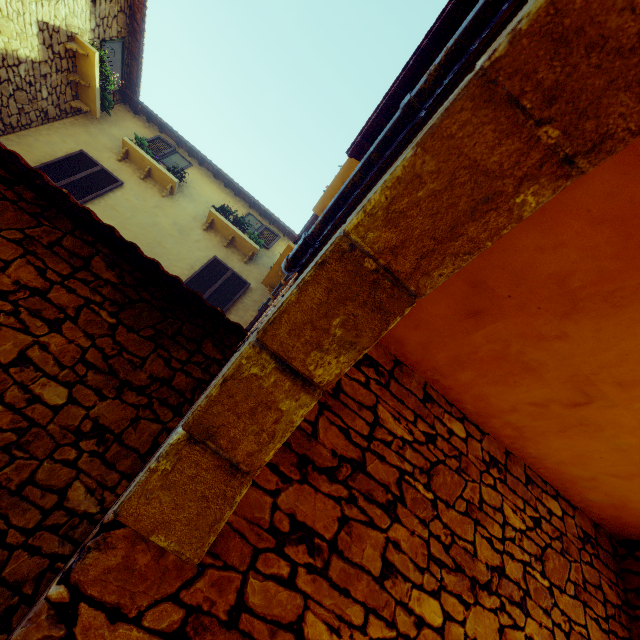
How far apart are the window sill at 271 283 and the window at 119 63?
6.2m

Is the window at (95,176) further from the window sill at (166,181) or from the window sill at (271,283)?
the window sill at (271,283)

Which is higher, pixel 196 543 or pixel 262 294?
pixel 262 294

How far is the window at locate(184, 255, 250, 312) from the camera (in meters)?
7.33

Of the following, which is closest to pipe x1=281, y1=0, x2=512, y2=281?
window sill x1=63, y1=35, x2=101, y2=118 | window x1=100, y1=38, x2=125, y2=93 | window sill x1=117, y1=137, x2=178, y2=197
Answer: window sill x1=117, y1=137, x2=178, y2=197

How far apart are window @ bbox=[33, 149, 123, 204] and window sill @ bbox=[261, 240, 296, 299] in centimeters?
395cm

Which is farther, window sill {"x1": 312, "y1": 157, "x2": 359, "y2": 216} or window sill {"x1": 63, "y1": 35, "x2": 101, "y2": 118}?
window sill {"x1": 63, "y1": 35, "x2": 101, "y2": 118}

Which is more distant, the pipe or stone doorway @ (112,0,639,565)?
the pipe
